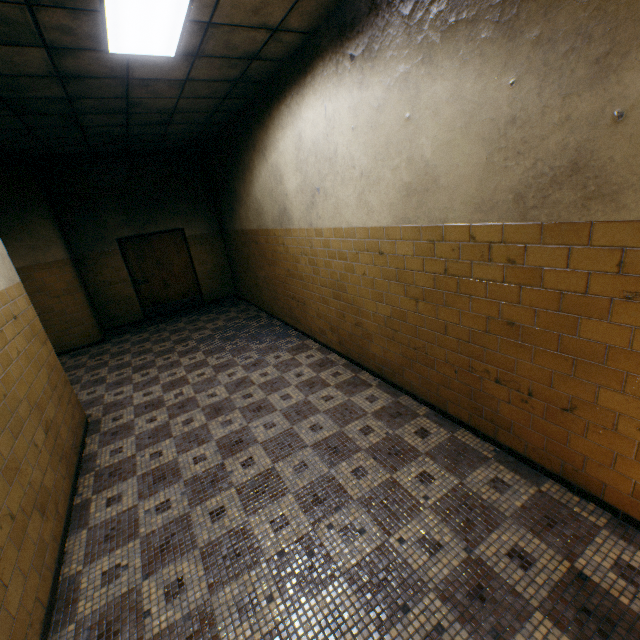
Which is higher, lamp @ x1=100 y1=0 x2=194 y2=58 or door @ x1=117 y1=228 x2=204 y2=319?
lamp @ x1=100 y1=0 x2=194 y2=58

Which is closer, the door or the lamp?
the lamp

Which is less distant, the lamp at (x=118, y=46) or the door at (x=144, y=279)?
the lamp at (x=118, y=46)

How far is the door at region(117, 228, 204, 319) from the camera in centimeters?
834cm

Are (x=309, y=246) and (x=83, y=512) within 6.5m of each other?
yes

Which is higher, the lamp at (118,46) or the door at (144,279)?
the lamp at (118,46)
